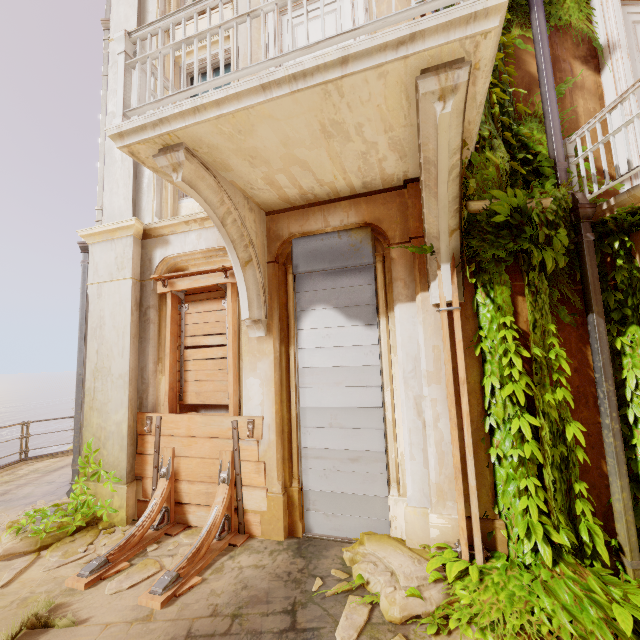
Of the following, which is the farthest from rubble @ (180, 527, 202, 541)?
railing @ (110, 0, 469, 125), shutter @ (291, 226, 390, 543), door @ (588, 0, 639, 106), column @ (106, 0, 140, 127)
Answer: door @ (588, 0, 639, 106)

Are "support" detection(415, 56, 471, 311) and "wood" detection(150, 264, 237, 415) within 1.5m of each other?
no

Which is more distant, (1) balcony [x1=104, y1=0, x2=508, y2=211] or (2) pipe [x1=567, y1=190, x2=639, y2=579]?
(2) pipe [x1=567, y1=190, x2=639, y2=579]

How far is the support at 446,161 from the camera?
2.5m

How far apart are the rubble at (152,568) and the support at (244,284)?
2.90m

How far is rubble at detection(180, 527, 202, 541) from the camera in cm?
434

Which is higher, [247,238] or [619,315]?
[247,238]

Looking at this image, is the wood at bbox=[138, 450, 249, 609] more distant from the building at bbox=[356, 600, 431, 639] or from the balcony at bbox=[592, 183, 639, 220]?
the balcony at bbox=[592, 183, 639, 220]
